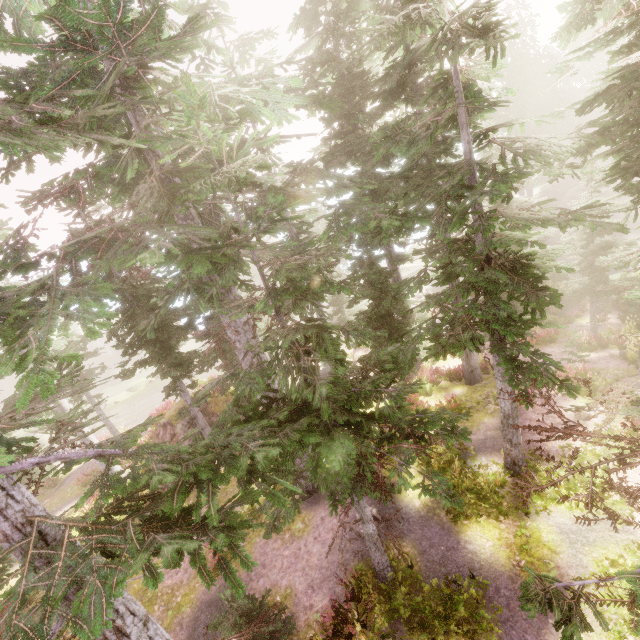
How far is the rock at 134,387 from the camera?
37.28m

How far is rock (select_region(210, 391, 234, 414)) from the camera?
19.3 meters

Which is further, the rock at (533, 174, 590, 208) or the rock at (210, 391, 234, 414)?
the rock at (533, 174, 590, 208)

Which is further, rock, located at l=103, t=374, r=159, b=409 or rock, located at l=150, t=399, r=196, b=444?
rock, located at l=103, t=374, r=159, b=409

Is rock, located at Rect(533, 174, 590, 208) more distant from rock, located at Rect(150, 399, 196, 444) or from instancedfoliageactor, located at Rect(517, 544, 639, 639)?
rock, located at Rect(150, 399, 196, 444)

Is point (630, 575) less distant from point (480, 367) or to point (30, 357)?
point (30, 357)

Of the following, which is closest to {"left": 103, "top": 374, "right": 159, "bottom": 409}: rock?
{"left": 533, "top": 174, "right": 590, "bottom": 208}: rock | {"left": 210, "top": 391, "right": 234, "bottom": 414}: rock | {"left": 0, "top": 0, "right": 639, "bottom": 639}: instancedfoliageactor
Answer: {"left": 0, "top": 0, "right": 639, "bottom": 639}: instancedfoliageactor

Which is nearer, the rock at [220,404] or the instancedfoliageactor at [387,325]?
the instancedfoliageactor at [387,325]
